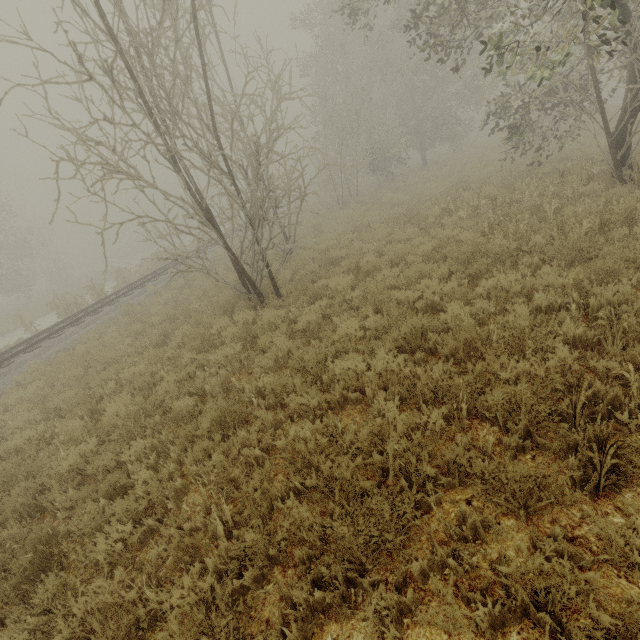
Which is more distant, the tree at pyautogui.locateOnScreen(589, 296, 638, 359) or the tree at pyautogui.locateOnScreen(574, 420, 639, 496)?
the tree at pyautogui.locateOnScreen(589, 296, 638, 359)

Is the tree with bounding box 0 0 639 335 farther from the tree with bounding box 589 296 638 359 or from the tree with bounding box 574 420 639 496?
the tree with bounding box 574 420 639 496

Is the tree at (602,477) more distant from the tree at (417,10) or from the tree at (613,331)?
the tree at (417,10)

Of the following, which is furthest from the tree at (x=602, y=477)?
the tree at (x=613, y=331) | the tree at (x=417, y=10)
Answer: the tree at (x=417, y=10)

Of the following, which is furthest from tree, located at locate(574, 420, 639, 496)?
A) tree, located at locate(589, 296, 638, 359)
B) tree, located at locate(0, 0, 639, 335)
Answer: tree, located at locate(0, 0, 639, 335)

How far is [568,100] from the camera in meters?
8.2
